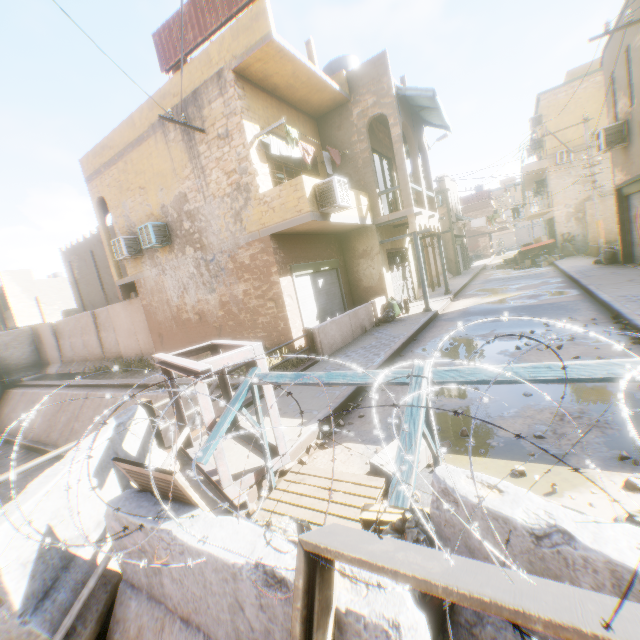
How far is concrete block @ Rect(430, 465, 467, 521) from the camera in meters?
1.8

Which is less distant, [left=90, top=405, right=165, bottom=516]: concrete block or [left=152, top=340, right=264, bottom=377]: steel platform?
[left=90, top=405, right=165, bottom=516]: concrete block

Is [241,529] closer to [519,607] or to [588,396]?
[519,607]

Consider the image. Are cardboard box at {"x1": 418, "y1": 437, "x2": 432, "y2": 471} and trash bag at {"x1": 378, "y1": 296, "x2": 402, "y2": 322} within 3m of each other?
no

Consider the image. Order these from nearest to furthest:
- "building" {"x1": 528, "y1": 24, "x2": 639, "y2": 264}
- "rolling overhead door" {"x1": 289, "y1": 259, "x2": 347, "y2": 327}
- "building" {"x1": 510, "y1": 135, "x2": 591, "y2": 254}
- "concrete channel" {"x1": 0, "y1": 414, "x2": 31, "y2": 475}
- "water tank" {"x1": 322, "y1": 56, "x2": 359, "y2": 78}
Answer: "building" {"x1": 528, "y1": 24, "x2": 639, "y2": 264} < "rolling overhead door" {"x1": 289, "y1": 259, "x2": 347, "y2": 327} < "water tank" {"x1": 322, "y1": 56, "x2": 359, "y2": 78} < "concrete channel" {"x1": 0, "y1": 414, "x2": 31, "y2": 475} < "building" {"x1": 510, "y1": 135, "x2": 591, "y2": 254}

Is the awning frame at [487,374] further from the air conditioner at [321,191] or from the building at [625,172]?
the air conditioner at [321,191]

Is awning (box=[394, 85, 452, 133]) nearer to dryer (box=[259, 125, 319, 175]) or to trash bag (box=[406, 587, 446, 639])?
dryer (box=[259, 125, 319, 175])

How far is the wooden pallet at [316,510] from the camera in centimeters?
319cm
